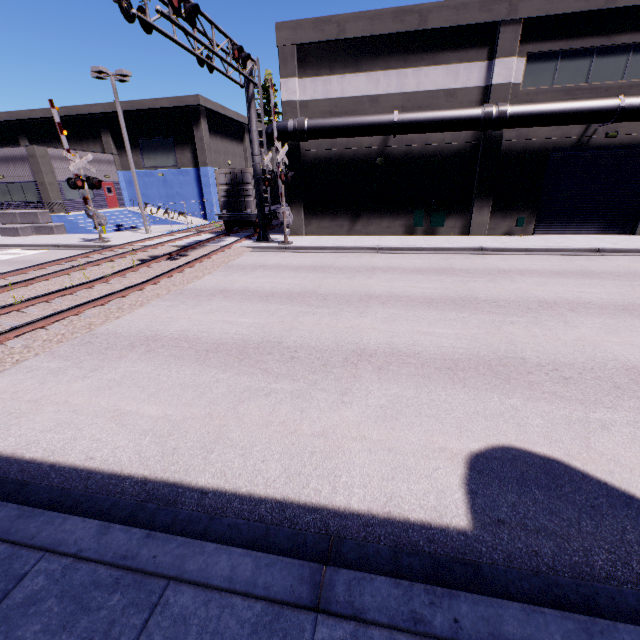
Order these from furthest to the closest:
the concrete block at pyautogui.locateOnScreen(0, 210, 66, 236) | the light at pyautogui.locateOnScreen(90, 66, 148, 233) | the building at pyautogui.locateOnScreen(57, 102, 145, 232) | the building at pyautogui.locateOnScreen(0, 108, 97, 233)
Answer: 1. the building at pyautogui.locateOnScreen(57, 102, 145, 232)
2. the building at pyautogui.locateOnScreen(0, 108, 97, 233)
3. the concrete block at pyautogui.locateOnScreen(0, 210, 66, 236)
4. the light at pyautogui.locateOnScreen(90, 66, 148, 233)

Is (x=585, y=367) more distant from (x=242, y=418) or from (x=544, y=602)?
(x=242, y=418)

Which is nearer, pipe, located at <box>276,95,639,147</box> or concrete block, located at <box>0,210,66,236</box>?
pipe, located at <box>276,95,639,147</box>

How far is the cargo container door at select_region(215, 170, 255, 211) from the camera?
20.1 meters

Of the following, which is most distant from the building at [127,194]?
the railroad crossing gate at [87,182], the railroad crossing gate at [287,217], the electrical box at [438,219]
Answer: the railroad crossing gate at [287,217]

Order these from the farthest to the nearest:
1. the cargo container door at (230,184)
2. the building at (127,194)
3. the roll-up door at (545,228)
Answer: the building at (127,194)
the cargo container door at (230,184)
the roll-up door at (545,228)

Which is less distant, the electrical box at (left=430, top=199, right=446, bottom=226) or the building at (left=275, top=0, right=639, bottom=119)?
the building at (left=275, top=0, right=639, bottom=119)

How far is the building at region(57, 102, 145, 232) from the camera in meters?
28.9
